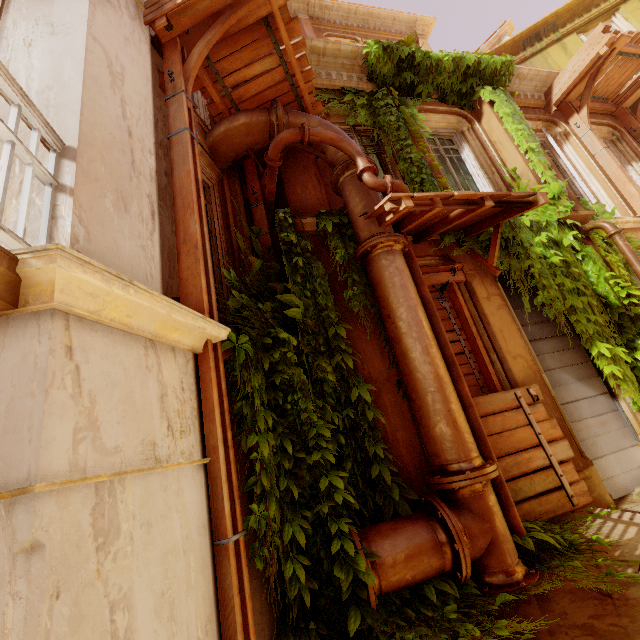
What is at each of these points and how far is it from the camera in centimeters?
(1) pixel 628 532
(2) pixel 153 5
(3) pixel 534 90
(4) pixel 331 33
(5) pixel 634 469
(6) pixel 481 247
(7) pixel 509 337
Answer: (1) building, 322cm
(2) wood, 354cm
(3) trim, 850cm
(4) window, 1234cm
(5) shutter, 486cm
(6) plant, 559cm
(7) column, 509cm

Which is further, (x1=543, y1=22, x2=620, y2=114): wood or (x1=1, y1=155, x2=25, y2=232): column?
(x1=543, y1=22, x2=620, y2=114): wood

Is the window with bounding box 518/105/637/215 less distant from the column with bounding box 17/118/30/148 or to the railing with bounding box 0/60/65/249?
the column with bounding box 17/118/30/148

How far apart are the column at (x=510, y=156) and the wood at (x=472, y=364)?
2.7m

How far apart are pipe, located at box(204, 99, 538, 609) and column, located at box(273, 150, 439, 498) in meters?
0.0

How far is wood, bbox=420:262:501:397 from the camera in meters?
4.8 m

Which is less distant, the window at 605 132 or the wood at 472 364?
the wood at 472 364

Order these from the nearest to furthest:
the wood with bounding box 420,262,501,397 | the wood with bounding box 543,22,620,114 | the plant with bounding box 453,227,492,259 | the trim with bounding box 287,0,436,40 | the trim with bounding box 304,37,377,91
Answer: the wood with bounding box 420,262,501,397, the plant with bounding box 453,227,492,259, the trim with bounding box 304,37,377,91, the wood with bounding box 543,22,620,114, the trim with bounding box 287,0,436,40
